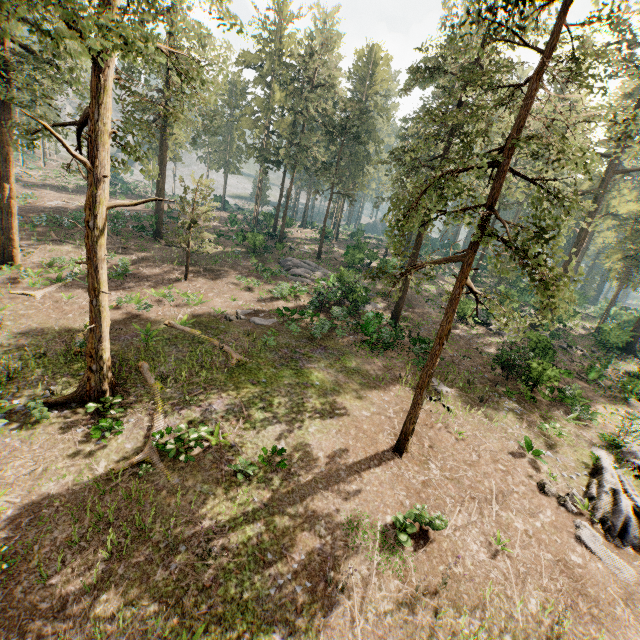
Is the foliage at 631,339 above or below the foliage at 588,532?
above

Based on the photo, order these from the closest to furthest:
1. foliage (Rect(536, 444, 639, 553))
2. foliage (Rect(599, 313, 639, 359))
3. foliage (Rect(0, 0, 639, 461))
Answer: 1. foliage (Rect(0, 0, 639, 461))
2. foliage (Rect(536, 444, 639, 553))
3. foliage (Rect(599, 313, 639, 359))

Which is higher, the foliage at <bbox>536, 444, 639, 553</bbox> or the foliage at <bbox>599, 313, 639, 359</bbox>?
the foliage at <bbox>599, 313, 639, 359</bbox>

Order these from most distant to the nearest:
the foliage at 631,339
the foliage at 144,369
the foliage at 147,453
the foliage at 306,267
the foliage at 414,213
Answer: the foliage at 631,339 → the foliage at 306,267 → the foliage at 144,369 → the foliage at 147,453 → the foliage at 414,213

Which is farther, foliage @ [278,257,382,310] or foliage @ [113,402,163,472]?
foliage @ [278,257,382,310]

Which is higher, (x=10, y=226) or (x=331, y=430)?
(x=10, y=226)
